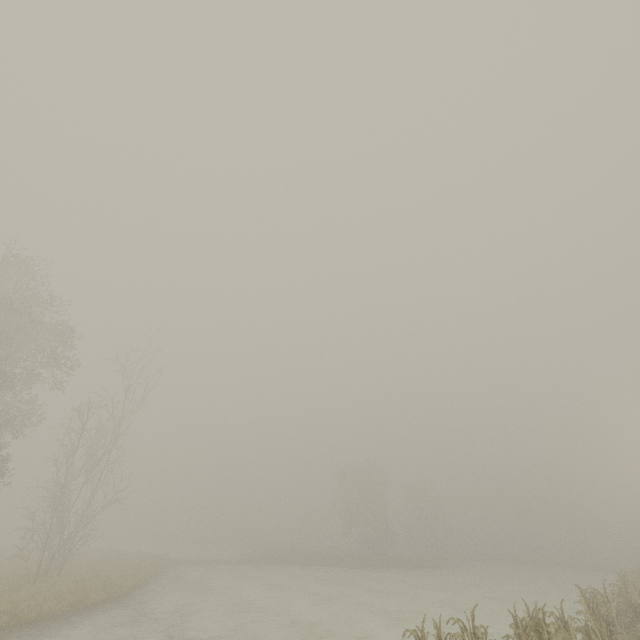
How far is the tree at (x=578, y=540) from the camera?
58.4 meters

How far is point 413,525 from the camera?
56.1m

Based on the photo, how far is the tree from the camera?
58.4m
